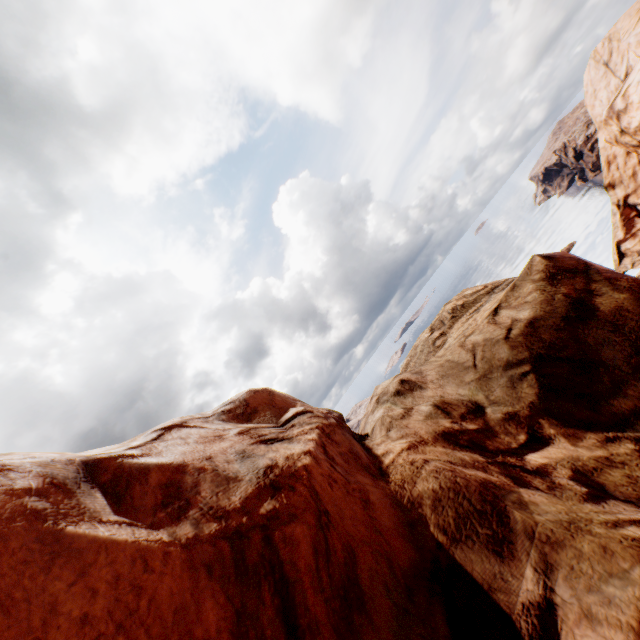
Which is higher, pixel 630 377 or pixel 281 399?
pixel 281 399
